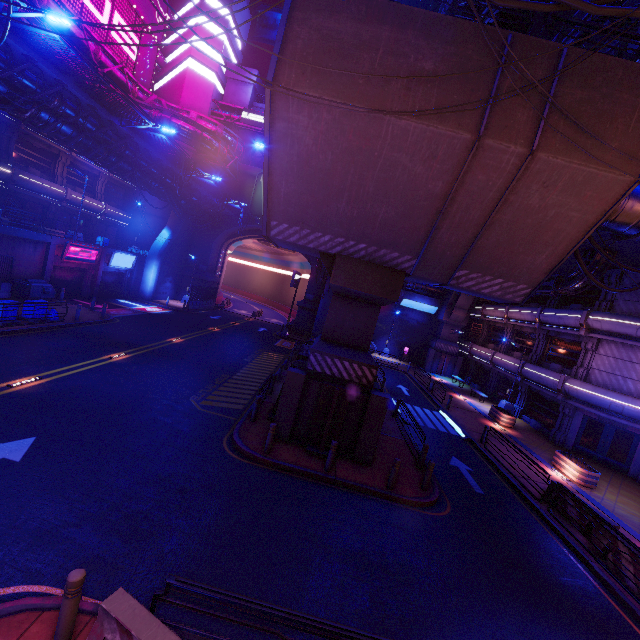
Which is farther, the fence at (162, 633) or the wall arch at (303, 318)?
the wall arch at (303, 318)

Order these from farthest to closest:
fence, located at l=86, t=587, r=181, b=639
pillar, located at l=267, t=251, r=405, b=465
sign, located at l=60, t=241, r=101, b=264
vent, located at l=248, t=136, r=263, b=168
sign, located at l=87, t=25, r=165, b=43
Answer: vent, located at l=248, t=136, r=263, b=168 → sign, located at l=87, t=25, r=165, b=43 → sign, located at l=60, t=241, r=101, b=264 → pillar, located at l=267, t=251, r=405, b=465 → fence, located at l=86, t=587, r=181, b=639

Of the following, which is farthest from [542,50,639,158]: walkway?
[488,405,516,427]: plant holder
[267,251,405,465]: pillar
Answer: Result: [488,405,516,427]: plant holder

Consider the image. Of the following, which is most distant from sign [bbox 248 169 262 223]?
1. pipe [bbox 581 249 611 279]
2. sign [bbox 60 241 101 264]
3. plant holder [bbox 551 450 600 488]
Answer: plant holder [bbox 551 450 600 488]

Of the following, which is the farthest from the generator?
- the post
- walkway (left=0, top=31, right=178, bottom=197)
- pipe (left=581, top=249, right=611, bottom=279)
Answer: pipe (left=581, top=249, right=611, bottom=279)

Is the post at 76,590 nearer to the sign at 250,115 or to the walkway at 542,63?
the walkway at 542,63

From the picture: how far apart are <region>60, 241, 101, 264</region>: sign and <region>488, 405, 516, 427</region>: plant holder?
35.09m

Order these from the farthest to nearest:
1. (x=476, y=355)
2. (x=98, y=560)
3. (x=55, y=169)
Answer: (x=476, y=355) < (x=55, y=169) < (x=98, y=560)
